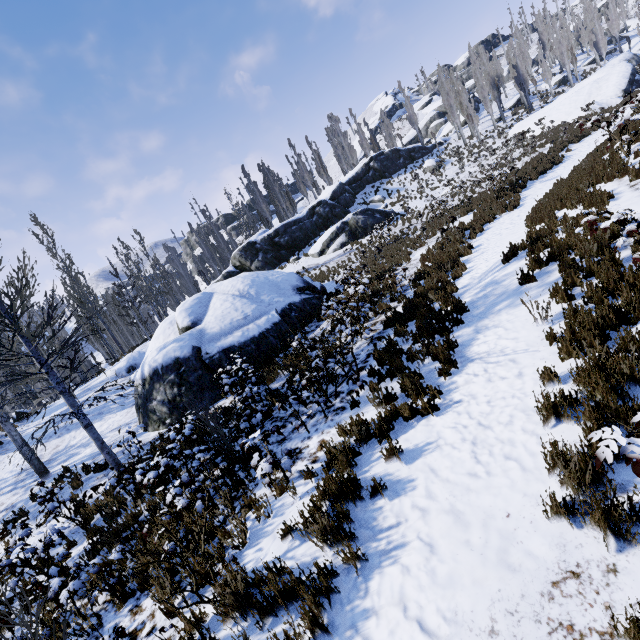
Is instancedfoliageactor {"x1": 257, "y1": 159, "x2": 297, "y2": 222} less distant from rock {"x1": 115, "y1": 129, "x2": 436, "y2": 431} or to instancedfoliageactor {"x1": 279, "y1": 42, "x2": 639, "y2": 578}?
rock {"x1": 115, "y1": 129, "x2": 436, "y2": 431}

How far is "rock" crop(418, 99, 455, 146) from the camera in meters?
50.3 m

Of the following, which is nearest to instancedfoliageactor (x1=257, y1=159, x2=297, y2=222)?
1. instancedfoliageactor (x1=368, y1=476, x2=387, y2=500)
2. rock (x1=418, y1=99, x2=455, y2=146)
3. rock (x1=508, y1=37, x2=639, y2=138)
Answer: rock (x1=508, y1=37, x2=639, y2=138)

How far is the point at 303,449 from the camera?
6.0 meters

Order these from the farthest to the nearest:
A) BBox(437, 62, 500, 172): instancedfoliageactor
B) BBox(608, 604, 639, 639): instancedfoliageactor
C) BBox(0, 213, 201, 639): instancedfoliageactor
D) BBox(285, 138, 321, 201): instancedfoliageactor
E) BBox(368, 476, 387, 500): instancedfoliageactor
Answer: BBox(285, 138, 321, 201): instancedfoliageactor, BBox(437, 62, 500, 172): instancedfoliageactor, BBox(0, 213, 201, 639): instancedfoliageactor, BBox(368, 476, 387, 500): instancedfoliageactor, BBox(608, 604, 639, 639): instancedfoliageactor

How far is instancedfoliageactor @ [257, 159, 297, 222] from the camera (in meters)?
42.31

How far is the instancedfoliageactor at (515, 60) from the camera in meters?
42.1 m

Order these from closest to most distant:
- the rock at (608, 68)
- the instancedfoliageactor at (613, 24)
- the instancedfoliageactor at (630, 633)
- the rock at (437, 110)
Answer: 1. the instancedfoliageactor at (630, 633)
2. the rock at (608, 68)
3. the rock at (437, 110)
4. the instancedfoliageactor at (613, 24)
